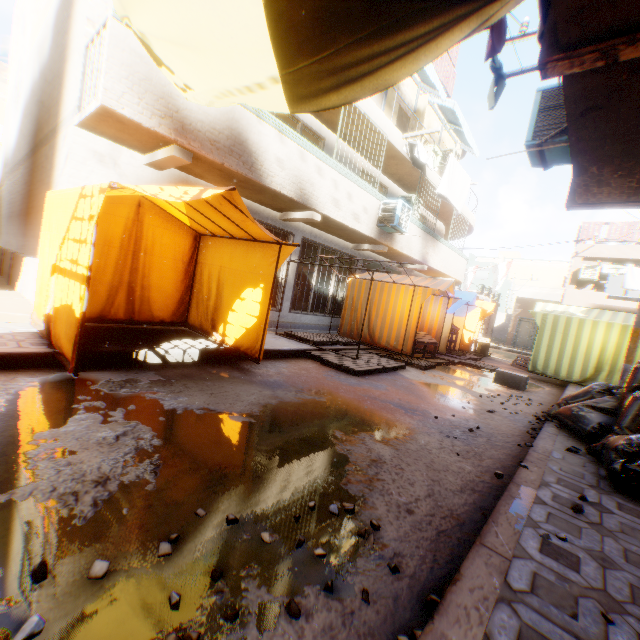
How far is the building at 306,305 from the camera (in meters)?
9.95

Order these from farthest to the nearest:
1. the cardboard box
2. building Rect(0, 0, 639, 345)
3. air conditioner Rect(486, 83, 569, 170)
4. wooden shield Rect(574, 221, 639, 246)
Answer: wooden shield Rect(574, 221, 639, 246), the cardboard box, building Rect(0, 0, 639, 345), air conditioner Rect(486, 83, 569, 170)

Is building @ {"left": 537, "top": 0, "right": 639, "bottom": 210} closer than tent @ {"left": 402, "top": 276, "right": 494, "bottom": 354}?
Yes

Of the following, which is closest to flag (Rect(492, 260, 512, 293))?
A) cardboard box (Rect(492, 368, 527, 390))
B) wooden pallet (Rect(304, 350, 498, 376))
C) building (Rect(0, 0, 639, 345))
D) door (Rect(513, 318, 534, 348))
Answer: building (Rect(0, 0, 639, 345))

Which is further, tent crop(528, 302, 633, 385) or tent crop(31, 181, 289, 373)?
tent crop(528, 302, 633, 385)

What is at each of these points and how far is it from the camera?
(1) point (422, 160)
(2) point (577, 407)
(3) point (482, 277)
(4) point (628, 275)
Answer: (1) dryer, 10.69m
(2) trash bag, 4.63m
(3) building, 45.66m
(4) dryer, 17.50m

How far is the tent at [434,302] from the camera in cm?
965

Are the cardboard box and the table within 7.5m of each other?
yes
